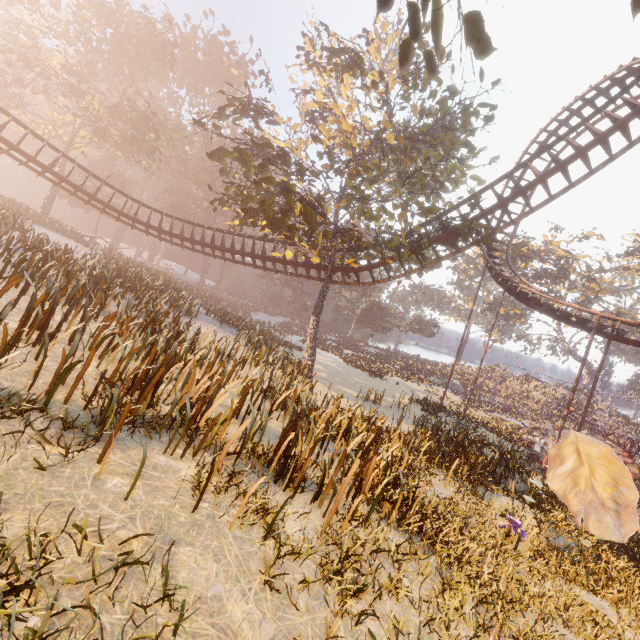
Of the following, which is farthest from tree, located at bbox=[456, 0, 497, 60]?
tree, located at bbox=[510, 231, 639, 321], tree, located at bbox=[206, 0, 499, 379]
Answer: tree, located at bbox=[510, 231, 639, 321]

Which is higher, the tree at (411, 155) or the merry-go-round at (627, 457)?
the tree at (411, 155)

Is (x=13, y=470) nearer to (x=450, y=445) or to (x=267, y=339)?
(x=450, y=445)

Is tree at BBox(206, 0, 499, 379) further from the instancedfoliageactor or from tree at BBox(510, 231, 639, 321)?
tree at BBox(510, 231, 639, 321)

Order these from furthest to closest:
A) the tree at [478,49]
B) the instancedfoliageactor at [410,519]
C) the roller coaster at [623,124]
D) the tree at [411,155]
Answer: the roller coaster at [623,124]
the tree at [411,155]
the instancedfoliageactor at [410,519]
the tree at [478,49]

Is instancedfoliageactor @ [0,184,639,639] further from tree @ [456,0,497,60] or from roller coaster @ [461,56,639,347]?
tree @ [456,0,497,60]

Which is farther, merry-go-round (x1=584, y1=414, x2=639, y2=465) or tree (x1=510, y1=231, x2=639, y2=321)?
tree (x1=510, y1=231, x2=639, y2=321)

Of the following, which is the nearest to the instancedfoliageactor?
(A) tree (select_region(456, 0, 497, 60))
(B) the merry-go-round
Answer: (A) tree (select_region(456, 0, 497, 60))
